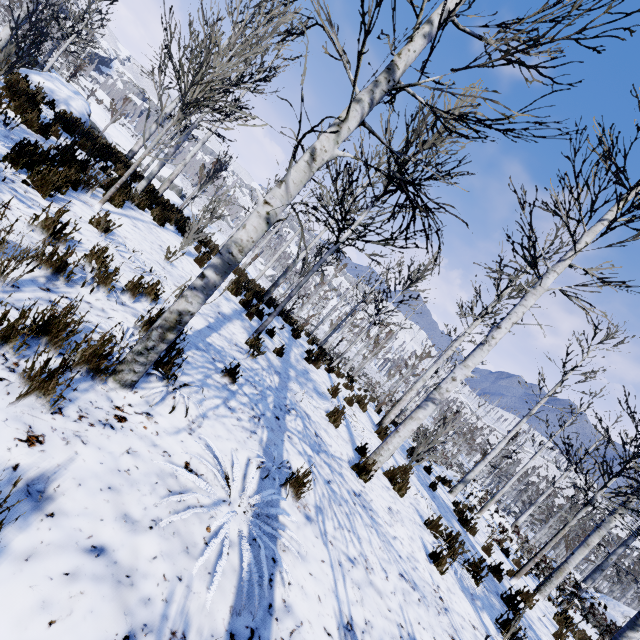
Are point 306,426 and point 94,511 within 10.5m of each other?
yes

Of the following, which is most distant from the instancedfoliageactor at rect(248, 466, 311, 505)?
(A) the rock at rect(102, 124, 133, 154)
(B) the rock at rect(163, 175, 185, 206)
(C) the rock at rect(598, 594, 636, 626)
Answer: (A) the rock at rect(102, 124, 133, 154)

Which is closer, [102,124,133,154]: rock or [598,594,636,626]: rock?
[598,594,636,626]: rock

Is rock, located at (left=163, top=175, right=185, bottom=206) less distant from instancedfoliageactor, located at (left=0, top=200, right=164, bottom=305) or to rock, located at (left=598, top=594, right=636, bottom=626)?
instancedfoliageactor, located at (left=0, top=200, right=164, bottom=305)

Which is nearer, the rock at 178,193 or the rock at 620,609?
the rock at 178,193

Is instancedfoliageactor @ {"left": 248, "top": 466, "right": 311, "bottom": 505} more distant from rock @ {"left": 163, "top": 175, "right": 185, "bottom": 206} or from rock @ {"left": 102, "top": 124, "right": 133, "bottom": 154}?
rock @ {"left": 102, "top": 124, "right": 133, "bottom": 154}

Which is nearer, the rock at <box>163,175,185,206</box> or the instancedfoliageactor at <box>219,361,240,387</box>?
the instancedfoliageactor at <box>219,361,240,387</box>

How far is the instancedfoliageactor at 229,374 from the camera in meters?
4.1
